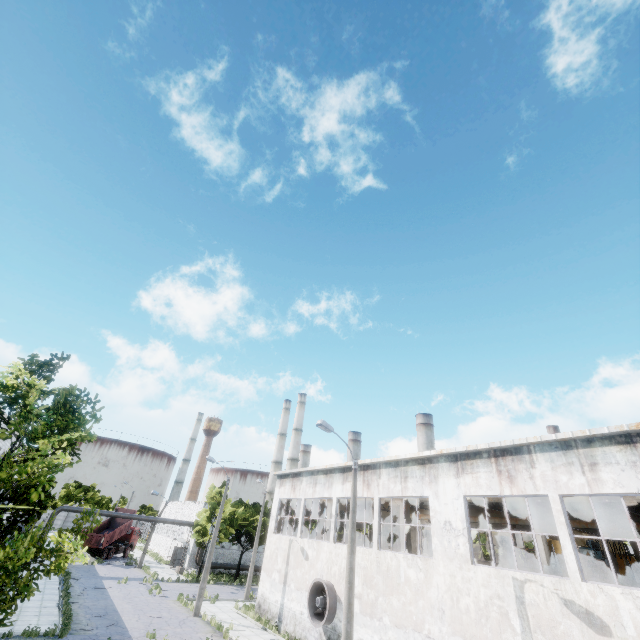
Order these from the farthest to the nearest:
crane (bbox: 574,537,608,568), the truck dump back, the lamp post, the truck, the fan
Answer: the truck, the truck dump back, the fan, crane (bbox: 574,537,608,568), the lamp post

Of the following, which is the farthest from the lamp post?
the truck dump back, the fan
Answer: the truck dump back

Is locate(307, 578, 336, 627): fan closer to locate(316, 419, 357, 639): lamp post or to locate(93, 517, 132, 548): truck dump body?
locate(316, 419, 357, 639): lamp post

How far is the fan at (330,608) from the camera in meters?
18.2

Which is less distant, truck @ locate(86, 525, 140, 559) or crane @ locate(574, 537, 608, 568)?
crane @ locate(574, 537, 608, 568)

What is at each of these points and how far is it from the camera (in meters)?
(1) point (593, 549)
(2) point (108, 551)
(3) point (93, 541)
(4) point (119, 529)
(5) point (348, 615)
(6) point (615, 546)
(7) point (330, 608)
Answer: (1) crane, 17.02
(2) truck, 41.84
(3) truck dump back, 39.66
(4) truck dump body, 43.12
(5) lamp post, 12.44
(6) crane, 19.23
(7) fan, 18.27

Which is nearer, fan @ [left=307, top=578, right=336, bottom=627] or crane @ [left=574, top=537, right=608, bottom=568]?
crane @ [left=574, top=537, right=608, bottom=568]

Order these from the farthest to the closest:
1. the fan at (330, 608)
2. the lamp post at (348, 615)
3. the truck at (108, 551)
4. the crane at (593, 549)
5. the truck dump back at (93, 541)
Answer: the truck at (108, 551) < the truck dump back at (93, 541) < the fan at (330, 608) < the crane at (593, 549) < the lamp post at (348, 615)
